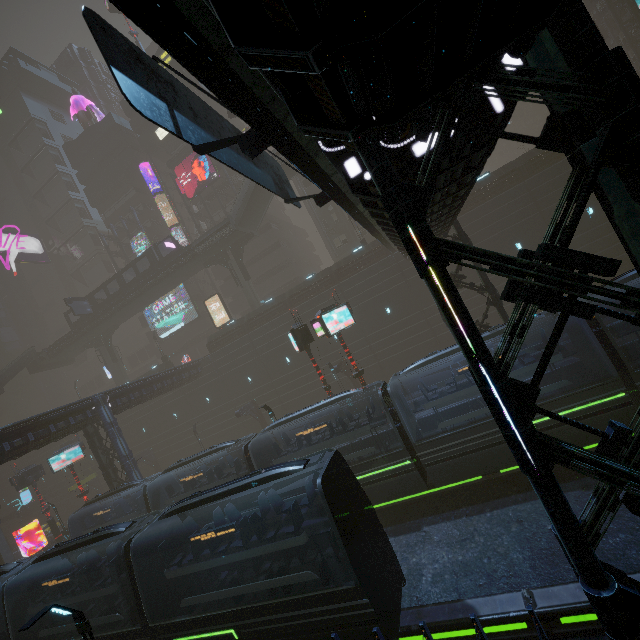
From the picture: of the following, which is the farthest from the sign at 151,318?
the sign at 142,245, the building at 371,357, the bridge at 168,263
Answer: the sign at 142,245

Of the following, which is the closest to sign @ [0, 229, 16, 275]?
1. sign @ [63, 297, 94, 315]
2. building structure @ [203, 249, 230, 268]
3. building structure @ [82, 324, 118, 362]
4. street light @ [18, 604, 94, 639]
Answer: building structure @ [82, 324, 118, 362]

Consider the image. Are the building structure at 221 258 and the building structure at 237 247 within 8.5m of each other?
yes

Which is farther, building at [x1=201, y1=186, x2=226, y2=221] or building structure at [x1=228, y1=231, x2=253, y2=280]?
building at [x1=201, y1=186, x2=226, y2=221]

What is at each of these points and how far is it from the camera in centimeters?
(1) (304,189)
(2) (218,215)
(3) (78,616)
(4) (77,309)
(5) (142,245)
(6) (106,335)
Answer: (1) building, 4238cm
(2) building, 4922cm
(3) street light, 751cm
(4) sign, 4159cm
(5) sign, 5059cm
(6) building structure, 4778cm

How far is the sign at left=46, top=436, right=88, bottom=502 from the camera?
29.2m

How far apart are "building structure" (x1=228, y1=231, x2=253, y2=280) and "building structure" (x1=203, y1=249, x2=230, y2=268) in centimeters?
68cm

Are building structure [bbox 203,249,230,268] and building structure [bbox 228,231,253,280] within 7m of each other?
yes
